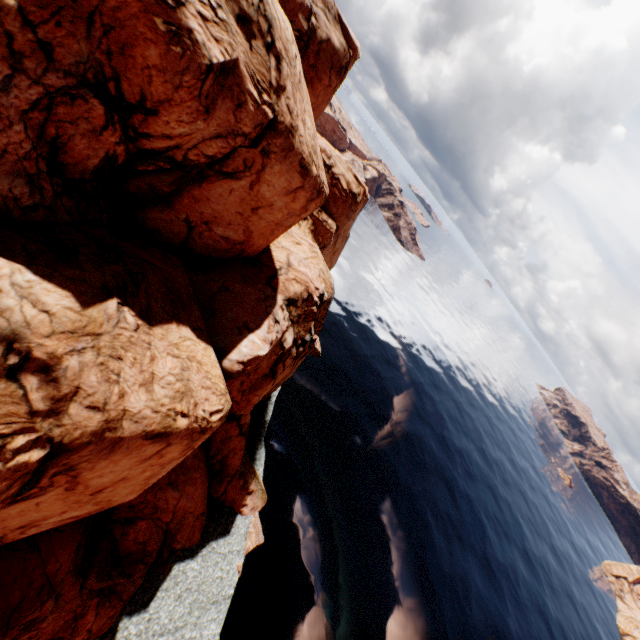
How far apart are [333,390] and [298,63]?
38.6m
